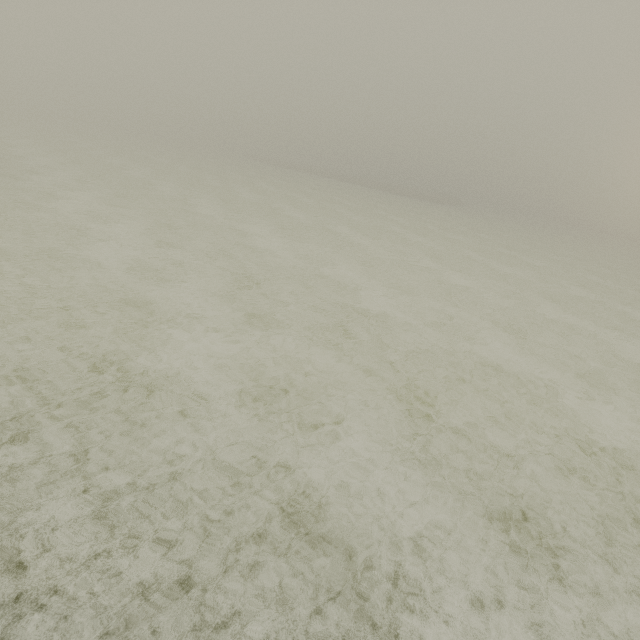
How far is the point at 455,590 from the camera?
3.3 meters
